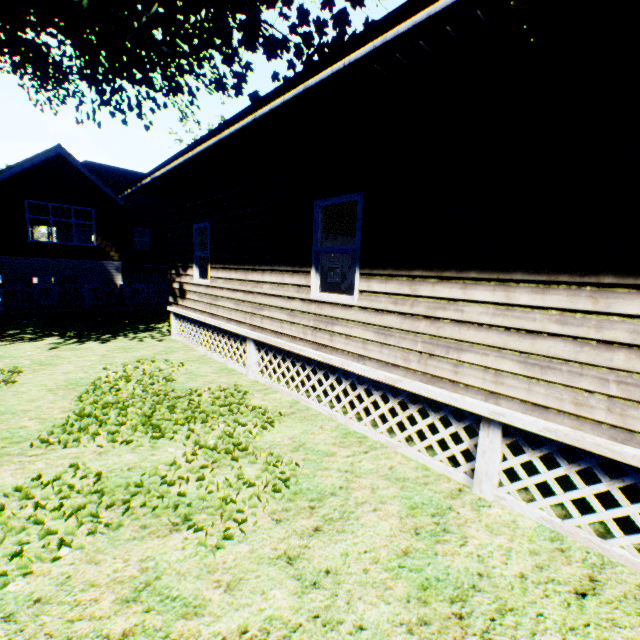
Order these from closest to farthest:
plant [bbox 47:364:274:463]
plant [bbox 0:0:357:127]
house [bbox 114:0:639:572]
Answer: house [bbox 114:0:639:572] < plant [bbox 47:364:274:463] < plant [bbox 0:0:357:127]

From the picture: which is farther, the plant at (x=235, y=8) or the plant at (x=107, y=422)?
the plant at (x=235, y=8)

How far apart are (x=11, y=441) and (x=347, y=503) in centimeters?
452cm

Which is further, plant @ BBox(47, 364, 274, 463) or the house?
plant @ BBox(47, 364, 274, 463)

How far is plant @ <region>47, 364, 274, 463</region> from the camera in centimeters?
437cm

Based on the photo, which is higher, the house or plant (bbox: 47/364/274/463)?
the house

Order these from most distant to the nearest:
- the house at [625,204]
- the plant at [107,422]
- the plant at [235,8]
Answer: the plant at [235,8] < the plant at [107,422] < the house at [625,204]
